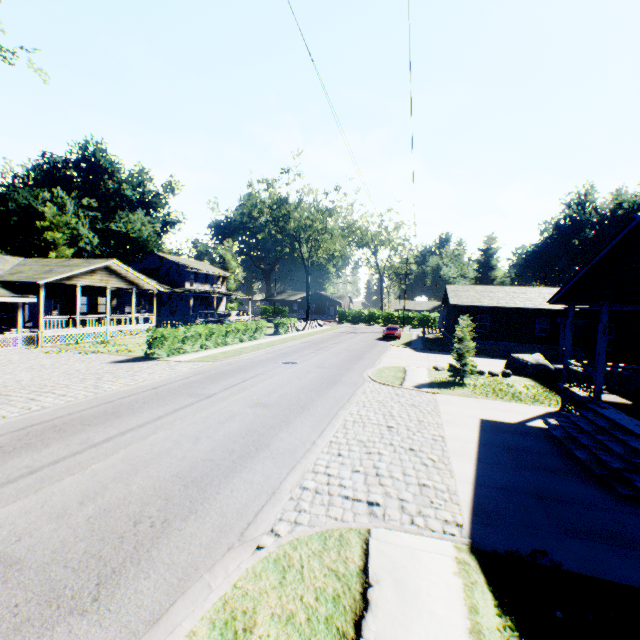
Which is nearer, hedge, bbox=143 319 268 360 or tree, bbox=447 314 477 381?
tree, bbox=447 314 477 381

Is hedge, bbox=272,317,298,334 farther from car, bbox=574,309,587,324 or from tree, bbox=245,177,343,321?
car, bbox=574,309,587,324

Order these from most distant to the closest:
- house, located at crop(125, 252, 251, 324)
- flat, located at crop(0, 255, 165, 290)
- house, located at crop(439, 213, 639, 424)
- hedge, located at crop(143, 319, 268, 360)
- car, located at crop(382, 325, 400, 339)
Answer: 1. house, located at crop(125, 252, 251, 324)
2. car, located at crop(382, 325, 400, 339)
3. flat, located at crop(0, 255, 165, 290)
4. hedge, located at crop(143, 319, 268, 360)
5. house, located at crop(439, 213, 639, 424)

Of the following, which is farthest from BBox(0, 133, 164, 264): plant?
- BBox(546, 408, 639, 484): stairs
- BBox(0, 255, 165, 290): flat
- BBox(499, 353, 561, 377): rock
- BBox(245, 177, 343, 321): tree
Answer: BBox(546, 408, 639, 484): stairs

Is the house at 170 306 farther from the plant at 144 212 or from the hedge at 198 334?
the hedge at 198 334

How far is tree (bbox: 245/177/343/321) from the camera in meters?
42.8

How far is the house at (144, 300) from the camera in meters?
38.7 m

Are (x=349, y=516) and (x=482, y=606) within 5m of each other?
yes
